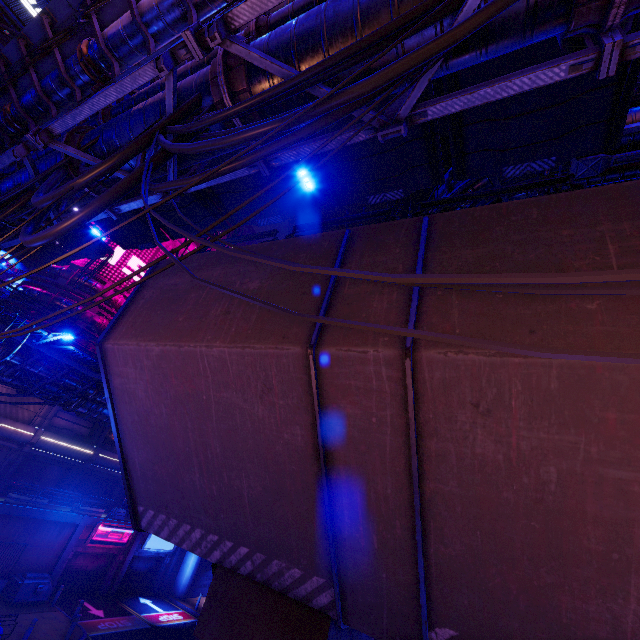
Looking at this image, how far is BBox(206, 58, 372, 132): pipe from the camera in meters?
4.6 m

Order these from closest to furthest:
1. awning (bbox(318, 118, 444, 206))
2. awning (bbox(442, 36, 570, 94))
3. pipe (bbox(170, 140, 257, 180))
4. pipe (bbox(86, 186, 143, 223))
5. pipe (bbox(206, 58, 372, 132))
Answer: pipe (bbox(206, 58, 372, 132))
pipe (bbox(170, 140, 257, 180))
awning (bbox(442, 36, 570, 94))
pipe (bbox(86, 186, 143, 223))
awning (bbox(318, 118, 444, 206))

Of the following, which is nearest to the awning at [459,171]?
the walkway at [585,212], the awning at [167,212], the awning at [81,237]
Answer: the walkway at [585,212]

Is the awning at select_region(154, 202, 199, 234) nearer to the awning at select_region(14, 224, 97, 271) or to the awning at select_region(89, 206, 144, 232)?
the awning at select_region(89, 206, 144, 232)

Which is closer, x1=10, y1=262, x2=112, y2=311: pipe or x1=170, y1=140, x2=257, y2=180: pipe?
x1=170, y1=140, x2=257, y2=180: pipe

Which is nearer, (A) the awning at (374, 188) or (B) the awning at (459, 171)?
(B) the awning at (459, 171)

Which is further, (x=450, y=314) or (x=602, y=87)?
(x=602, y=87)

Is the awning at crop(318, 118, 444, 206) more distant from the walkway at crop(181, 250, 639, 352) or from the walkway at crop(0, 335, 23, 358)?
the walkway at crop(0, 335, 23, 358)
